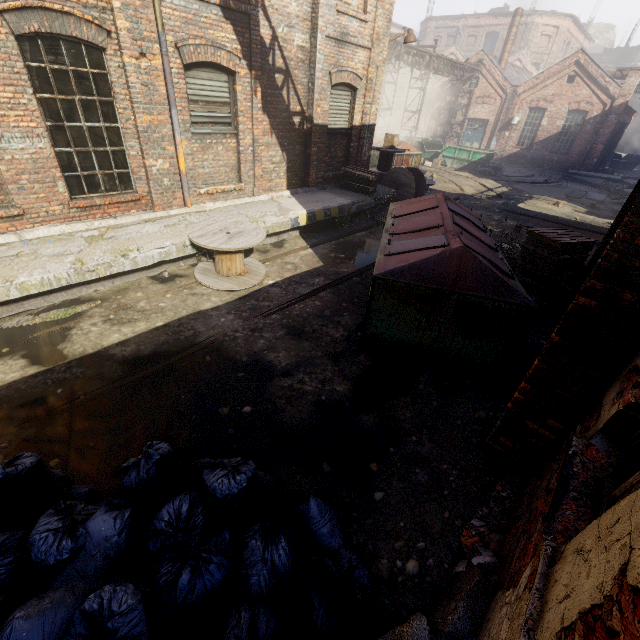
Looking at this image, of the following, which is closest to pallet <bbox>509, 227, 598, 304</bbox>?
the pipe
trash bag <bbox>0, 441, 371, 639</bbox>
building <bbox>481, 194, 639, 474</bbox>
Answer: building <bbox>481, 194, 639, 474</bbox>

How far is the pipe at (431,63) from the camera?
18.77m

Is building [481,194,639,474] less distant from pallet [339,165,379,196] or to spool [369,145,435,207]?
pallet [339,165,379,196]

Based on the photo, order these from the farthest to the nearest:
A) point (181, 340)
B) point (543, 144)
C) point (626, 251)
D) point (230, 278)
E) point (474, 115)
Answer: point (474, 115)
point (543, 144)
point (230, 278)
point (181, 340)
point (626, 251)

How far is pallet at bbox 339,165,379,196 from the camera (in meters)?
10.79

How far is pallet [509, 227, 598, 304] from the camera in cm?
680

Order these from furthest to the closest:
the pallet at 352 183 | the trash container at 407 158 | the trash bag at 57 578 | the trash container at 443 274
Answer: the trash container at 407 158
the pallet at 352 183
the trash container at 443 274
the trash bag at 57 578

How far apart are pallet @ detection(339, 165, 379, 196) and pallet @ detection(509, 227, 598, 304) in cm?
516
